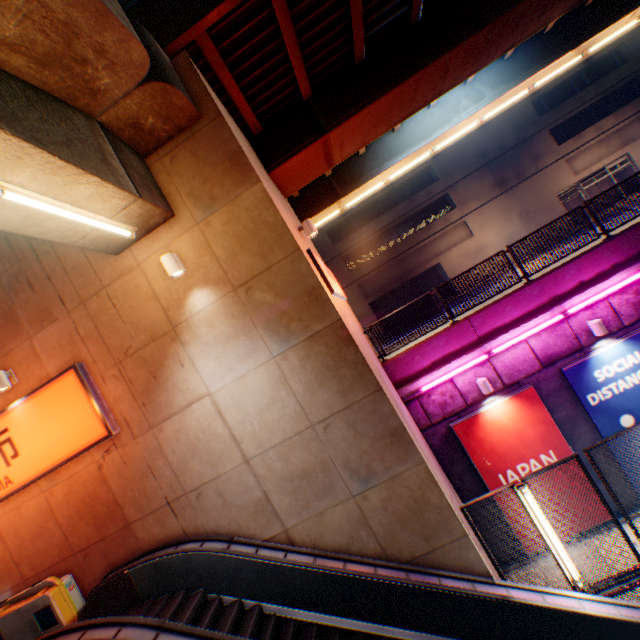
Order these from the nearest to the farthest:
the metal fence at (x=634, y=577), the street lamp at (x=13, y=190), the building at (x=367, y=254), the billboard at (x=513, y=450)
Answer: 1. the street lamp at (x=13, y=190)
2. the metal fence at (x=634, y=577)
3. the billboard at (x=513, y=450)
4. the building at (x=367, y=254)

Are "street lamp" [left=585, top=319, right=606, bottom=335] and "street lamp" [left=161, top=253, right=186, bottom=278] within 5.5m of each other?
no

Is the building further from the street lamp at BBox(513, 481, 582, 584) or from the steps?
the steps

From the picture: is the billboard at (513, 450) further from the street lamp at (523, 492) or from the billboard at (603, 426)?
the street lamp at (523, 492)

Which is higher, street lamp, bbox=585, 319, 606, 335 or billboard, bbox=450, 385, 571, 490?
street lamp, bbox=585, 319, 606, 335

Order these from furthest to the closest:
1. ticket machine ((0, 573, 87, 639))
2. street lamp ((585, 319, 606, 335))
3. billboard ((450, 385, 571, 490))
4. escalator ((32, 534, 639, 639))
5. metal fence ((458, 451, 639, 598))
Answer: billboard ((450, 385, 571, 490))
street lamp ((585, 319, 606, 335))
ticket machine ((0, 573, 87, 639))
metal fence ((458, 451, 639, 598))
escalator ((32, 534, 639, 639))

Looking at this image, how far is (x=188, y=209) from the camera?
6.30m

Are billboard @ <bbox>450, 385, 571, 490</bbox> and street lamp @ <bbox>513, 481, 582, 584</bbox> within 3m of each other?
no
